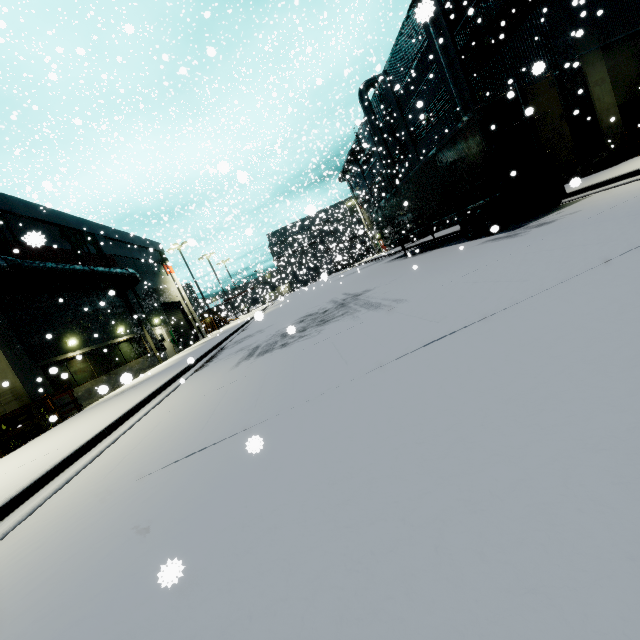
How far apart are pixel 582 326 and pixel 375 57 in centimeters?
1933cm

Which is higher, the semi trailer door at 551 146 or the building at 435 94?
the building at 435 94

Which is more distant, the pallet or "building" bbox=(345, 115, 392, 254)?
"building" bbox=(345, 115, 392, 254)

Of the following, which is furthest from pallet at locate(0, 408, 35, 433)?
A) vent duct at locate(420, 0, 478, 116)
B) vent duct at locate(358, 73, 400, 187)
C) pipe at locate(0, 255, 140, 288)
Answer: vent duct at locate(358, 73, 400, 187)

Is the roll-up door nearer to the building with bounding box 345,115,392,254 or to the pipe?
the building with bounding box 345,115,392,254

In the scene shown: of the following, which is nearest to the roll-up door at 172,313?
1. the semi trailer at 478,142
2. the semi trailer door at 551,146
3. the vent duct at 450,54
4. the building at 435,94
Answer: the building at 435,94

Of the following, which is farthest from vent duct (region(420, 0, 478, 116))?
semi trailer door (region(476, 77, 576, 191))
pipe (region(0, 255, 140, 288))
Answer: pipe (region(0, 255, 140, 288))
